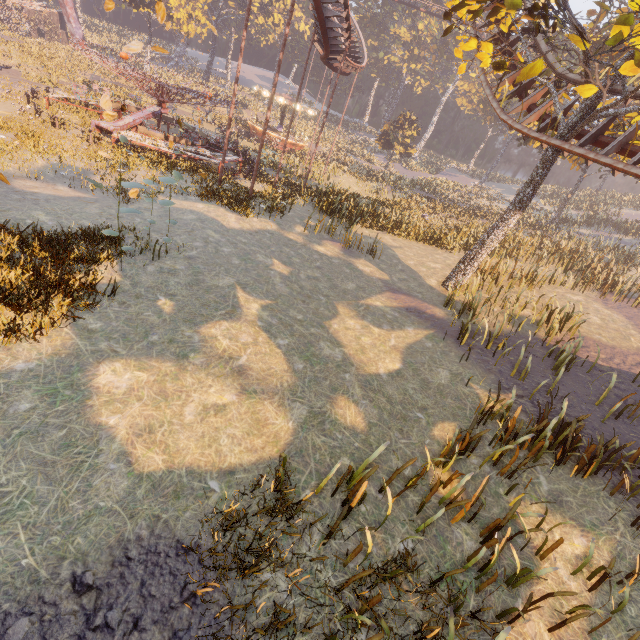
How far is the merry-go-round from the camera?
18.1m

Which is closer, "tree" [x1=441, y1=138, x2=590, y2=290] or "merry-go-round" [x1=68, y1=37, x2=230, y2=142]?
"tree" [x1=441, y1=138, x2=590, y2=290]

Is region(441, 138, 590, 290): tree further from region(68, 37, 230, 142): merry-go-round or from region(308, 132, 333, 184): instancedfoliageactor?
region(308, 132, 333, 184): instancedfoliageactor

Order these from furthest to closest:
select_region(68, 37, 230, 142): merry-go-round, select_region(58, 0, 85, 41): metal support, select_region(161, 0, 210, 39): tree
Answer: select_region(58, 0, 85, 41): metal support
select_region(161, 0, 210, 39): tree
select_region(68, 37, 230, 142): merry-go-round

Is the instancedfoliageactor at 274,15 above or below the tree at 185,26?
above

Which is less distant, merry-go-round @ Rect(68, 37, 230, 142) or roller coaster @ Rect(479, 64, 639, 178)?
roller coaster @ Rect(479, 64, 639, 178)

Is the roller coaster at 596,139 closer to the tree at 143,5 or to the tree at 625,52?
the tree at 625,52

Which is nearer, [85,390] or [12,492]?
[12,492]
